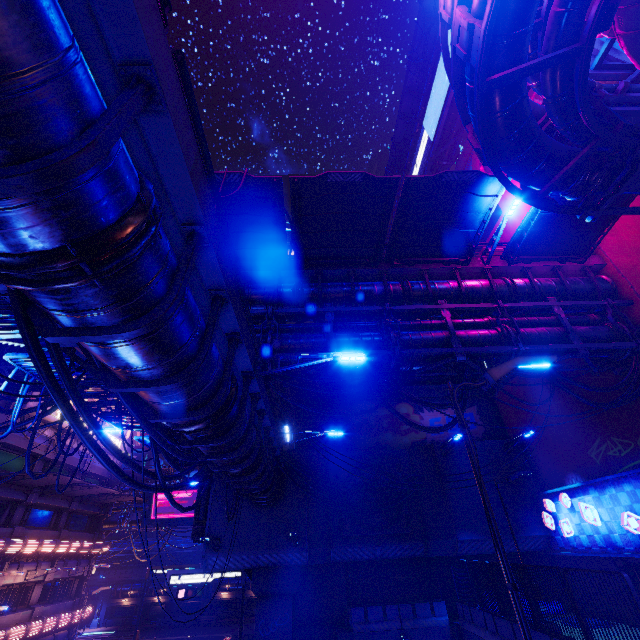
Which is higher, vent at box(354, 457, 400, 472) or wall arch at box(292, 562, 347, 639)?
vent at box(354, 457, 400, 472)

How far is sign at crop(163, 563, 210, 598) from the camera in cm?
2103

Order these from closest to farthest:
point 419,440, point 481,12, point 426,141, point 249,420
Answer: point 481,12 < point 249,420 < point 419,440 < point 426,141

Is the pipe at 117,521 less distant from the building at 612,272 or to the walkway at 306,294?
the building at 612,272

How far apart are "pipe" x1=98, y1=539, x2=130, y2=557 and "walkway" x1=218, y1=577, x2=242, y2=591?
2.8 meters

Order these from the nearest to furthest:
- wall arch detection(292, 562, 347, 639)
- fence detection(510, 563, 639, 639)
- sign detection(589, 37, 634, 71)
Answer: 1. fence detection(510, 563, 639, 639)
2. sign detection(589, 37, 634, 71)
3. wall arch detection(292, 562, 347, 639)

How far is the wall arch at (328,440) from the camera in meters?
23.5 m

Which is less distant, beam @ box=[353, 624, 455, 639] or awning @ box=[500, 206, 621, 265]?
awning @ box=[500, 206, 621, 265]
